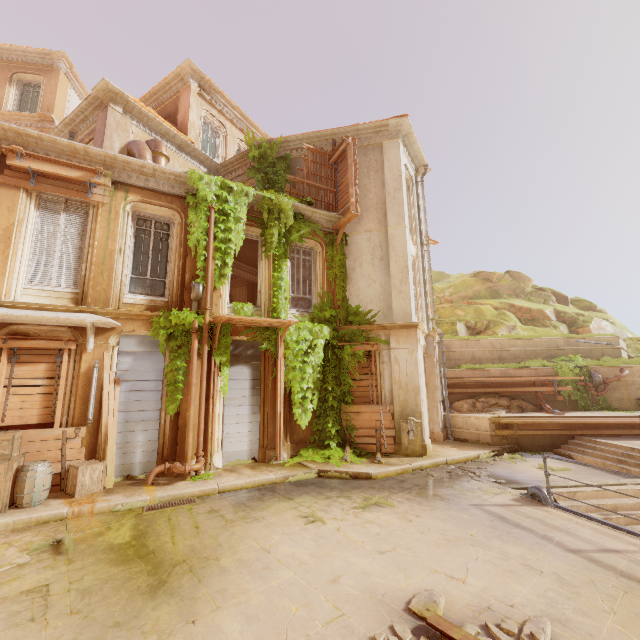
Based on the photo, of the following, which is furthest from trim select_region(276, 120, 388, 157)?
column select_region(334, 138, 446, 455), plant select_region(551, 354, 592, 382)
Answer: plant select_region(551, 354, 592, 382)

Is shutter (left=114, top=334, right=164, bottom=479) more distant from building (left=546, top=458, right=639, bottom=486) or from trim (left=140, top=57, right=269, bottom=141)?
trim (left=140, top=57, right=269, bottom=141)

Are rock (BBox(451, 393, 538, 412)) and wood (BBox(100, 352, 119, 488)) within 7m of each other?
no

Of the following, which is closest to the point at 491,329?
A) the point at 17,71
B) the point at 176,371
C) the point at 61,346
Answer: the point at 176,371

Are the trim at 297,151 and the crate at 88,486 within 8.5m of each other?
no

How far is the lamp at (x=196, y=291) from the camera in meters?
9.4 m

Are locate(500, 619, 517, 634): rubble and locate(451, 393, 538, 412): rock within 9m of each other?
no

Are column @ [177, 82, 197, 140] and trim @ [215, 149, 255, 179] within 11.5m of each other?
yes
